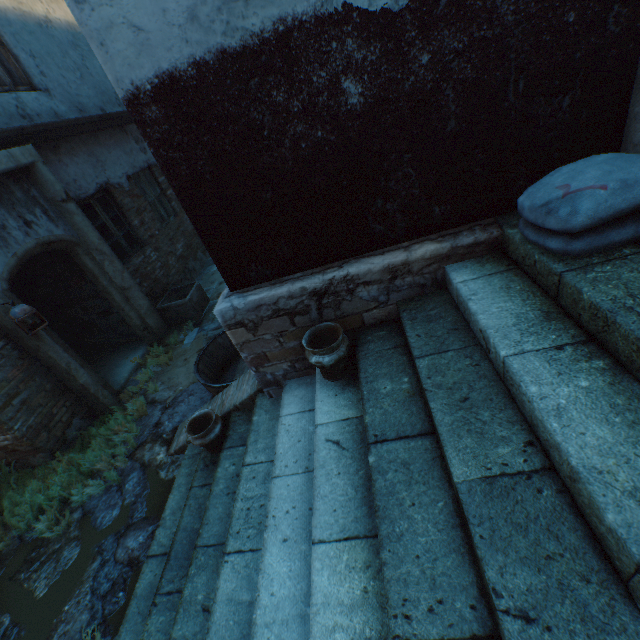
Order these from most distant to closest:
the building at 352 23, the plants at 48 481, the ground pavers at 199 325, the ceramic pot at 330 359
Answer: the ground pavers at 199 325 → the plants at 48 481 → the ceramic pot at 330 359 → the building at 352 23

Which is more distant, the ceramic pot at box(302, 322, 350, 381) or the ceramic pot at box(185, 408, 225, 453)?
the ceramic pot at box(185, 408, 225, 453)

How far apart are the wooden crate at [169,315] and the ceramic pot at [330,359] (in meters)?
4.75

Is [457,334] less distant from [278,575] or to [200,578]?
[278,575]

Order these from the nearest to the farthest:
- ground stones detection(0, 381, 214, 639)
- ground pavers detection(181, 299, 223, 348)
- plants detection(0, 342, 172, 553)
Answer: ground stones detection(0, 381, 214, 639), plants detection(0, 342, 172, 553), ground pavers detection(181, 299, 223, 348)

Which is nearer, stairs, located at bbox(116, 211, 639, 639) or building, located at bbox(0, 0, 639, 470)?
stairs, located at bbox(116, 211, 639, 639)

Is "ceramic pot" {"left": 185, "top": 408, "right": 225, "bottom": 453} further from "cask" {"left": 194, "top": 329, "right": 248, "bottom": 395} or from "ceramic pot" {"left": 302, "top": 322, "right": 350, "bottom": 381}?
"ceramic pot" {"left": 302, "top": 322, "right": 350, "bottom": 381}

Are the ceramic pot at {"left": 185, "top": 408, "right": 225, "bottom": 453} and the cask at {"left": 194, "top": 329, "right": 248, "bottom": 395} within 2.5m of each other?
yes
